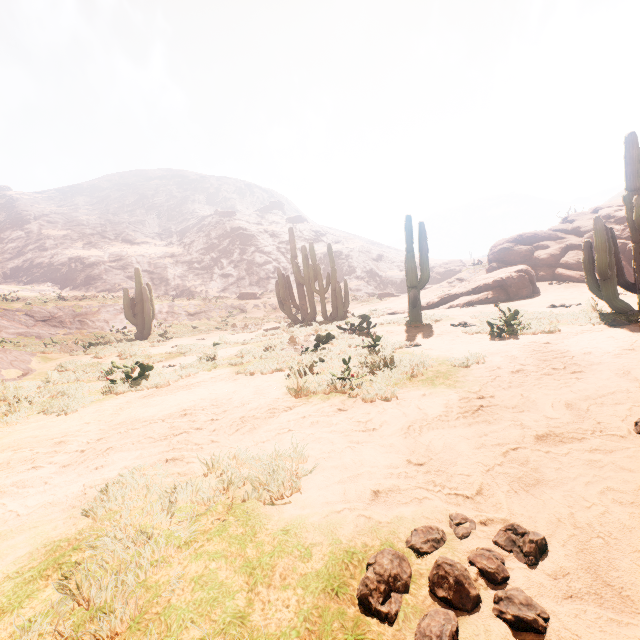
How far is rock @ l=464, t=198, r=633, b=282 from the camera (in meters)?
15.76

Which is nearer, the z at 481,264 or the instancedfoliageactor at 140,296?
the instancedfoliageactor at 140,296

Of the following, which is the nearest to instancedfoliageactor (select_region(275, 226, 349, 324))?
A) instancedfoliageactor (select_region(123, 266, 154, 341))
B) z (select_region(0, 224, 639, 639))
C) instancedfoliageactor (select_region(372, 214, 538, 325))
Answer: z (select_region(0, 224, 639, 639))

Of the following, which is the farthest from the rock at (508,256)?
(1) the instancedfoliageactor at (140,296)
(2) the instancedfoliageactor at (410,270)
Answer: (1) the instancedfoliageactor at (140,296)

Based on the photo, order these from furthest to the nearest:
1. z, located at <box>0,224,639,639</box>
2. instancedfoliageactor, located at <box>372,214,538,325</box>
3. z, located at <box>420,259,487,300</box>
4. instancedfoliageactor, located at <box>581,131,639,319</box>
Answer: z, located at <box>420,259,487,300</box> → instancedfoliageactor, located at <box>372,214,538,325</box> → instancedfoliageactor, located at <box>581,131,639,319</box> → z, located at <box>0,224,639,639</box>

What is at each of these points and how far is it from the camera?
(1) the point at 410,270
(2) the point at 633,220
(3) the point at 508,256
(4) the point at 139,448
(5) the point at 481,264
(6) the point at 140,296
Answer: (1) instancedfoliageactor, 10.2m
(2) instancedfoliageactor, 6.8m
(3) rock, 19.6m
(4) z, 3.4m
(5) z, 25.0m
(6) instancedfoliageactor, 18.1m

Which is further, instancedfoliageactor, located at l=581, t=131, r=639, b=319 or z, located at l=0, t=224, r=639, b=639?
instancedfoliageactor, located at l=581, t=131, r=639, b=319

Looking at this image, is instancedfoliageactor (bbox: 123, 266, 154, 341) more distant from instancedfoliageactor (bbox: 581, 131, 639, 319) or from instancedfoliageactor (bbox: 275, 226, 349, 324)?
instancedfoliageactor (bbox: 581, 131, 639, 319)
